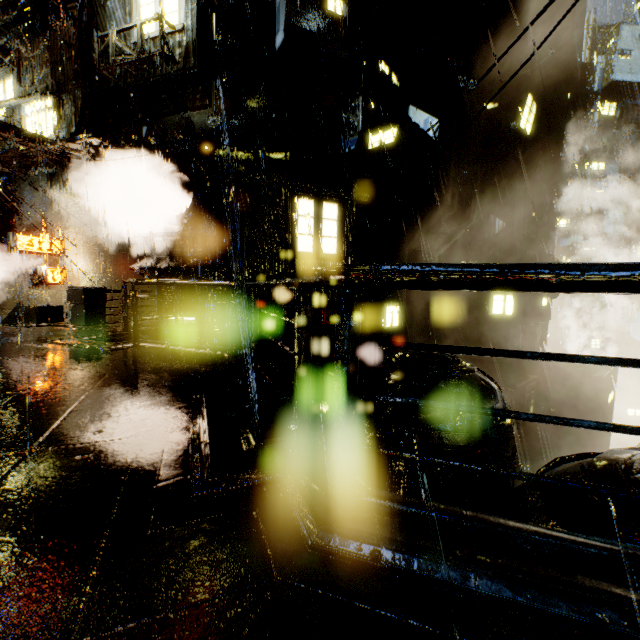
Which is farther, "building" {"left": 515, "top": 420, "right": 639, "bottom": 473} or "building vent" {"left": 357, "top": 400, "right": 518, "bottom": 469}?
"building" {"left": 515, "top": 420, "right": 639, "bottom": 473}

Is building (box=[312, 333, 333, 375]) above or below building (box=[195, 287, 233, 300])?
below

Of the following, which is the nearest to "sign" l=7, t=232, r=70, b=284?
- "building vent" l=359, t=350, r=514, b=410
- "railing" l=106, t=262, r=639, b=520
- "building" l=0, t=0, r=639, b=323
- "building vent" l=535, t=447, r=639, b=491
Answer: "building" l=0, t=0, r=639, b=323

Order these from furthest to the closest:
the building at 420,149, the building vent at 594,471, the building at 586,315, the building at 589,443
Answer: the building at 586,315 < the building at 420,149 < the building at 589,443 < the building vent at 594,471

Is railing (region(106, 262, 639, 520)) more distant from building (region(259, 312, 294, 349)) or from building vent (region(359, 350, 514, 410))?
building vent (region(359, 350, 514, 410))

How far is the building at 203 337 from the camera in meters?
9.7 m

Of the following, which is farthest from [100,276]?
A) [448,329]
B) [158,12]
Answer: [448,329]

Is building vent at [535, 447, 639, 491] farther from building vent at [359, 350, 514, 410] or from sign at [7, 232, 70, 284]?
sign at [7, 232, 70, 284]
